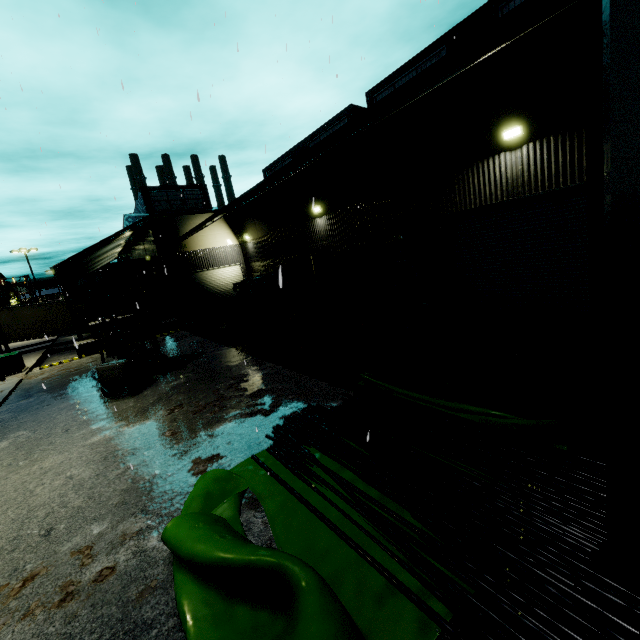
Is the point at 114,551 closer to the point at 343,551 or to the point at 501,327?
the point at 343,551

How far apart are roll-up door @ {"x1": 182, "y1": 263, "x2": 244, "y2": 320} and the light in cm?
2024

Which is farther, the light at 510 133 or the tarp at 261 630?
the light at 510 133

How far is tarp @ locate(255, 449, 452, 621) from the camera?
2.99m

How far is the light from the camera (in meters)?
8.76

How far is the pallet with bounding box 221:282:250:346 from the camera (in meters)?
14.63

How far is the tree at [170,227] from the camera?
21.9m

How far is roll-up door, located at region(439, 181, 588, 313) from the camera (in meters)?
8.80
